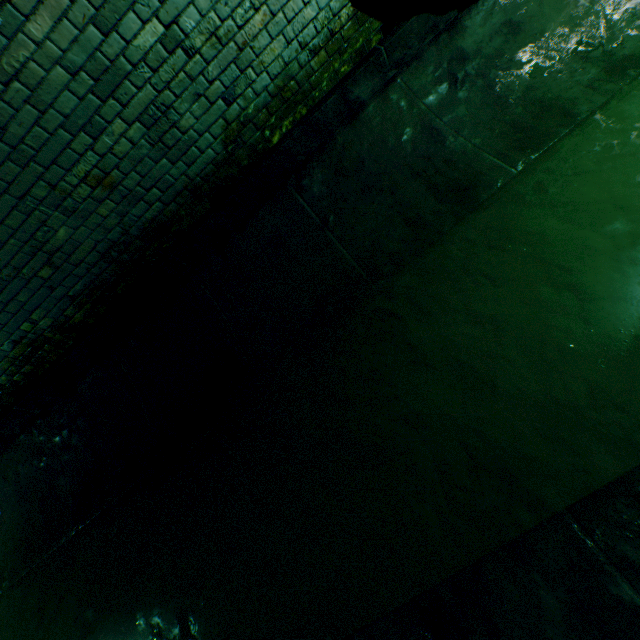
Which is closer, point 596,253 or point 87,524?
point 596,253
